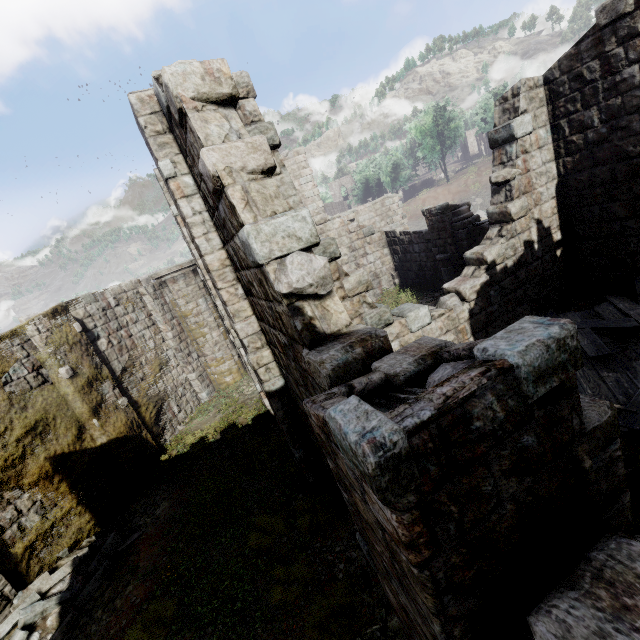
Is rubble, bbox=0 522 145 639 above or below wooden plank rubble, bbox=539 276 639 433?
below

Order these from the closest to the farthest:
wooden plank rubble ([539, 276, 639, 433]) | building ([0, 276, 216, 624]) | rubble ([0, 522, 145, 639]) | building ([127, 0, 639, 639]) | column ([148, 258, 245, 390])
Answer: building ([127, 0, 639, 639]) < wooden plank rubble ([539, 276, 639, 433]) < rubble ([0, 522, 145, 639]) < building ([0, 276, 216, 624]) < column ([148, 258, 245, 390])

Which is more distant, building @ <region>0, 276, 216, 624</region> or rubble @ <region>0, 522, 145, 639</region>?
building @ <region>0, 276, 216, 624</region>

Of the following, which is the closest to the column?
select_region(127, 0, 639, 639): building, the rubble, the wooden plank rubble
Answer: select_region(127, 0, 639, 639): building

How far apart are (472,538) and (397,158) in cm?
6274

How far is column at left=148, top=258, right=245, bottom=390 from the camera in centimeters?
1416cm

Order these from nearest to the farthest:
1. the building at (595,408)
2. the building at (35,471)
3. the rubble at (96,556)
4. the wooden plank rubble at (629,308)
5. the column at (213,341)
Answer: the building at (595,408) → the wooden plank rubble at (629,308) → the rubble at (96,556) → the building at (35,471) → the column at (213,341)

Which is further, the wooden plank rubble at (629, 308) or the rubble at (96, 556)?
the rubble at (96, 556)
